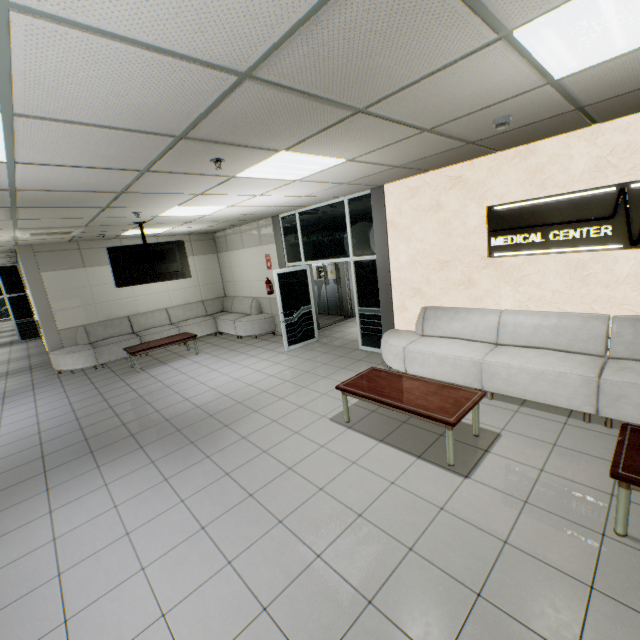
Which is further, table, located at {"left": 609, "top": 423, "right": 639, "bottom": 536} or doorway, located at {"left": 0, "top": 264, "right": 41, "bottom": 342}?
doorway, located at {"left": 0, "top": 264, "right": 41, "bottom": 342}

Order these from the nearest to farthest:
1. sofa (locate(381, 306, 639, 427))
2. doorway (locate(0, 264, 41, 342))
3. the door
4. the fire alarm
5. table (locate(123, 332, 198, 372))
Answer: the fire alarm → sofa (locate(381, 306, 639, 427)) → table (locate(123, 332, 198, 372)) → the door → doorway (locate(0, 264, 41, 342))

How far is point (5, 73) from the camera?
1.5m

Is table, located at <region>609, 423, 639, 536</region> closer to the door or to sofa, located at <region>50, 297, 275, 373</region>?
the door

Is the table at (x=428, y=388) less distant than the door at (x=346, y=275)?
Yes

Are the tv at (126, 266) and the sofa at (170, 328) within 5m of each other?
yes

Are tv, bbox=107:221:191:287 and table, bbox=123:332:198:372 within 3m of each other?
yes

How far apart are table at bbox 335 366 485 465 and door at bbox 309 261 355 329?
4.8m
